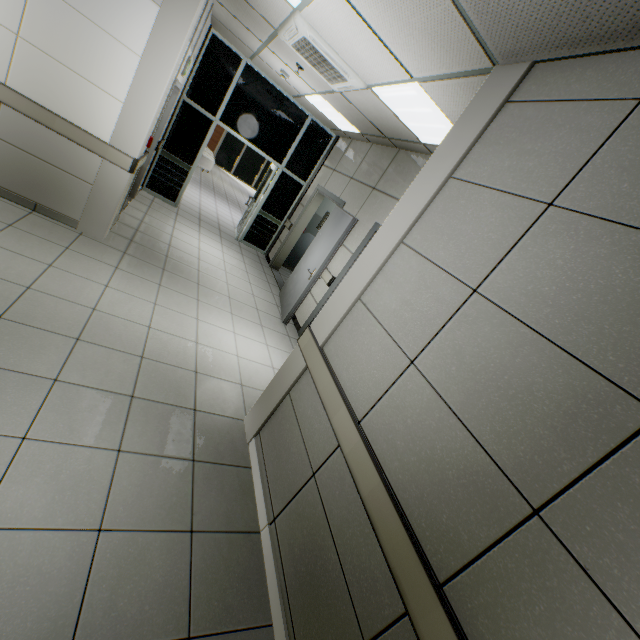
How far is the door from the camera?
5.0m

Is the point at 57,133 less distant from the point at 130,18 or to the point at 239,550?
the point at 130,18

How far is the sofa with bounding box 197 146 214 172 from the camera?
13.2 meters

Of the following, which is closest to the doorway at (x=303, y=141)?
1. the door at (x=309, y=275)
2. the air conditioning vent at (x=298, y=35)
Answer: the door at (x=309, y=275)

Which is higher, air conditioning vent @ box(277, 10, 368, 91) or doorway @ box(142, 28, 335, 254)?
air conditioning vent @ box(277, 10, 368, 91)

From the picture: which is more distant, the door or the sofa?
the sofa

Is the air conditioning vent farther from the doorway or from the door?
the doorway

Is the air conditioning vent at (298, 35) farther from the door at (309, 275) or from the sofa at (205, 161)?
the sofa at (205, 161)
